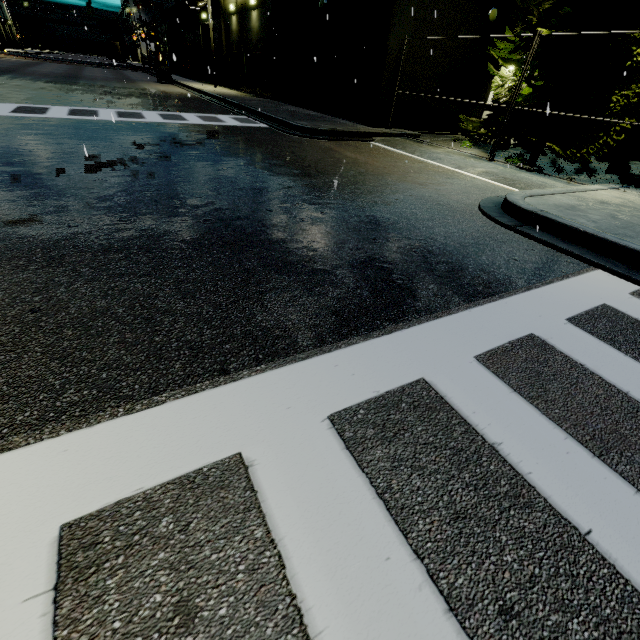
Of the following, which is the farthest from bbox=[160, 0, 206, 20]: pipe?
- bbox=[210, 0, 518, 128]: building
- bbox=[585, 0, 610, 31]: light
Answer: bbox=[585, 0, 610, 31]: light

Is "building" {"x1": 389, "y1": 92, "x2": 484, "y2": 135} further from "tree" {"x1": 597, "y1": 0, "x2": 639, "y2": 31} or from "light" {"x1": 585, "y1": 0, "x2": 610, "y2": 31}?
"light" {"x1": 585, "y1": 0, "x2": 610, "y2": 31}

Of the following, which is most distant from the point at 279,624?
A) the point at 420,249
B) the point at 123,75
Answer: the point at 123,75

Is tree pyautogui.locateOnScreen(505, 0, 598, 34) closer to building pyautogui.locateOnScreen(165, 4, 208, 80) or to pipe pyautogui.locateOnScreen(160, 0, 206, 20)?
building pyautogui.locateOnScreen(165, 4, 208, 80)

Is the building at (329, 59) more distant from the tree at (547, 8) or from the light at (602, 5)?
the light at (602, 5)

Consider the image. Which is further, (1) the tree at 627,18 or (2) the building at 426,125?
(2) the building at 426,125

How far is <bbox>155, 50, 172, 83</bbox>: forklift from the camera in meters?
26.8

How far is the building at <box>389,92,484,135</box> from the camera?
13.66m
